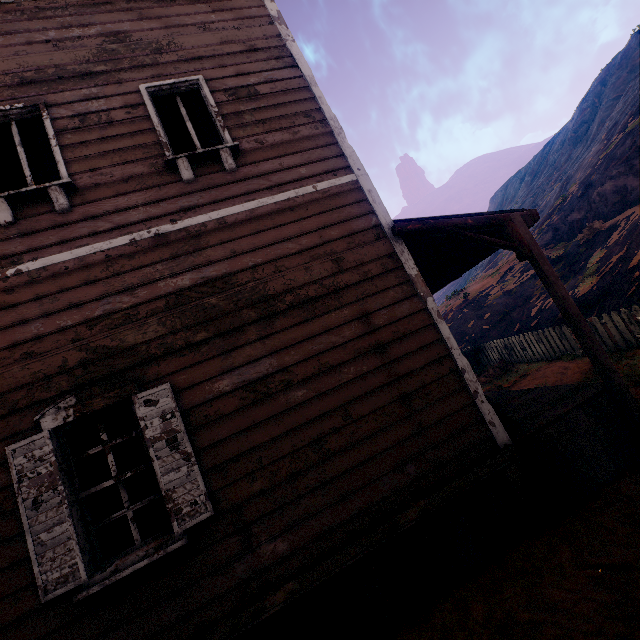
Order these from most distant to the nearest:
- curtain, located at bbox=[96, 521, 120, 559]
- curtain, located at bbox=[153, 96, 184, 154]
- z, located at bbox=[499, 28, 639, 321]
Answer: z, located at bbox=[499, 28, 639, 321] < curtain, located at bbox=[153, 96, 184, 154] < curtain, located at bbox=[96, 521, 120, 559]

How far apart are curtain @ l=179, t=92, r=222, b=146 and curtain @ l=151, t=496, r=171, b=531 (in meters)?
3.86

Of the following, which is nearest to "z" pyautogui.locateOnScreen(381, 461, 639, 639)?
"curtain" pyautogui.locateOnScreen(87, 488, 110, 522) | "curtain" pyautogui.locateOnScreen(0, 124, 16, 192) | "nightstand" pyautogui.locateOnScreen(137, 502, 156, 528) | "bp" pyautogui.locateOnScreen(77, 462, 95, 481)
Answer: "nightstand" pyautogui.locateOnScreen(137, 502, 156, 528)

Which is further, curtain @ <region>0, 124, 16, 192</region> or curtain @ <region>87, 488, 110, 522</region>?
curtain @ <region>0, 124, 16, 192</region>

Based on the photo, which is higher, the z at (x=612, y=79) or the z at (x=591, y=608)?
the z at (x=612, y=79)

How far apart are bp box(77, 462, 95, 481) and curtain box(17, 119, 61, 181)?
6.7 meters

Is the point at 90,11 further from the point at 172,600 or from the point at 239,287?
the point at 172,600

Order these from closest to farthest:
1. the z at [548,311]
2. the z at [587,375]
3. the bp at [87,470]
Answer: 1. the bp at [87,470]
2. the z at [587,375]
3. the z at [548,311]
